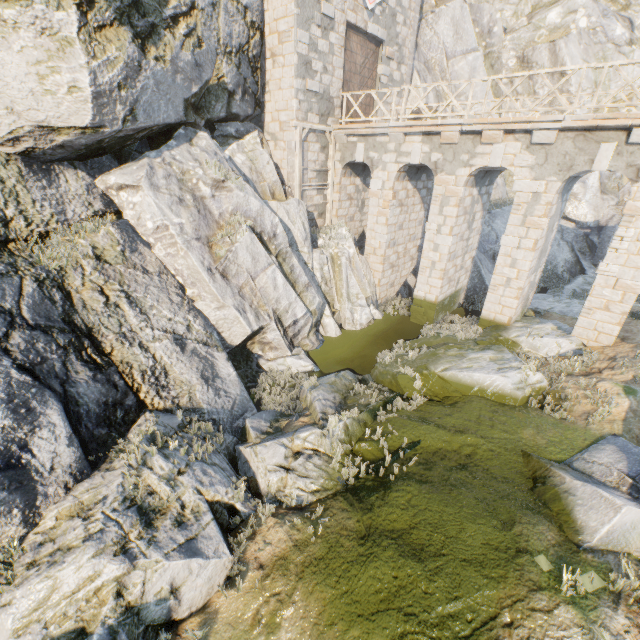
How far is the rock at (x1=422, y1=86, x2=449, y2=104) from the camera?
19.6 meters

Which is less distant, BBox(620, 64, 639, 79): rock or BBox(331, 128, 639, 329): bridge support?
BBox(331, 128, 639, 329): bridge support

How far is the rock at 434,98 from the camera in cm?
1957

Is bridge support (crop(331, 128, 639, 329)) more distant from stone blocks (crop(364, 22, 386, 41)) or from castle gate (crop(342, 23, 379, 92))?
stone blocks (crop(364, 22, 386, 41))

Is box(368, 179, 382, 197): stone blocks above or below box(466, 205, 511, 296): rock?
above

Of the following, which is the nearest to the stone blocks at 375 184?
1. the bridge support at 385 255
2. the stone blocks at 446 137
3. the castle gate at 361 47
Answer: the bridge support at 385 255

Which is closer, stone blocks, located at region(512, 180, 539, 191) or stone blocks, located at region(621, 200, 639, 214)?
stone blocks, located at region(621, 200, 639, 214)

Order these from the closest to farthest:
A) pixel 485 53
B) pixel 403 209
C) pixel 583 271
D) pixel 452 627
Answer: pixel 452 627 → pixel 403 209 → pixel 583 271 → pixel 485 53
